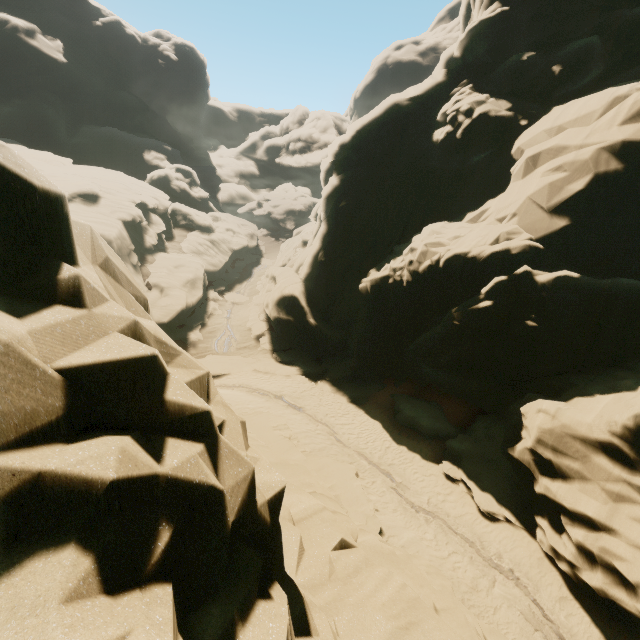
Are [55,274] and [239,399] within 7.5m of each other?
no
